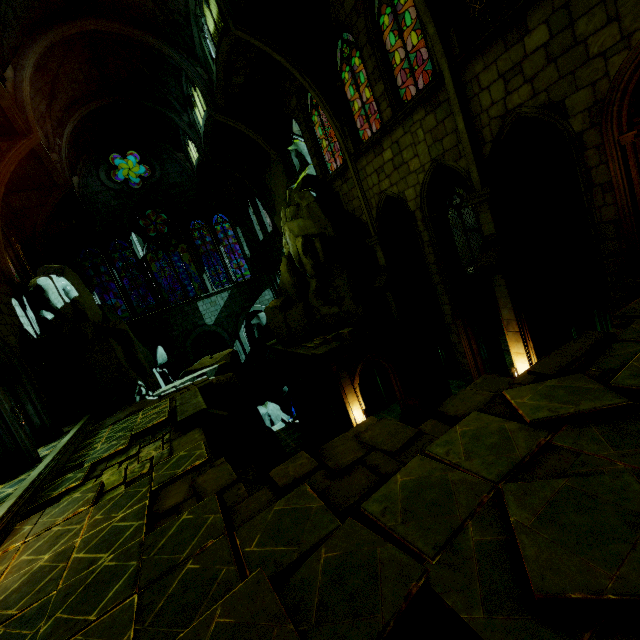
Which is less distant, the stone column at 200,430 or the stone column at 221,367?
the stone column at 200,430

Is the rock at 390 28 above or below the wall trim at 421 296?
above

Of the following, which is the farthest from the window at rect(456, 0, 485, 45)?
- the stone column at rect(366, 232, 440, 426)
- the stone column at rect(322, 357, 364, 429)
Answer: the stone column at rect(322, 357, 364, 429)

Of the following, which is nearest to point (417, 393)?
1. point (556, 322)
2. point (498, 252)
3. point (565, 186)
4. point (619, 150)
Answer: point (556, 322)

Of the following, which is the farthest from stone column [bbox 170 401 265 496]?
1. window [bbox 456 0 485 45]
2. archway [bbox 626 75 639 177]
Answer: A: archway [bbox 626 75 639 177]

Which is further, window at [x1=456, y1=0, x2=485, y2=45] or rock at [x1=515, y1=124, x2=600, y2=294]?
rock at [x1=515, y1=124, x2=600, y2=294]

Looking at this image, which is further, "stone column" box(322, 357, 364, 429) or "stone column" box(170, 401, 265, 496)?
"stone column" box(322, 357, 364, 429)

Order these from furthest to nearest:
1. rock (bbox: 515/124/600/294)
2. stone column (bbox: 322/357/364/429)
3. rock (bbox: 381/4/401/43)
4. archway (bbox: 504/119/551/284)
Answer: stone column (bbox: 322/357/364/429)
rock (bbox: 381/4/401/43)
rock (bbox: 515/124/600/294)
archway (bbox: 504/119/551/284)
